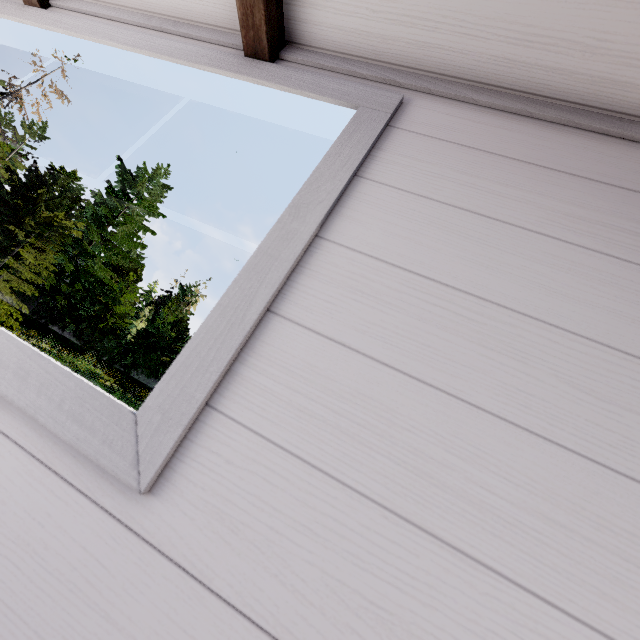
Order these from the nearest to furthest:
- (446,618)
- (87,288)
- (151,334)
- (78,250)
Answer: (446,618) < (87,288) < (151,334) < (78,250)
